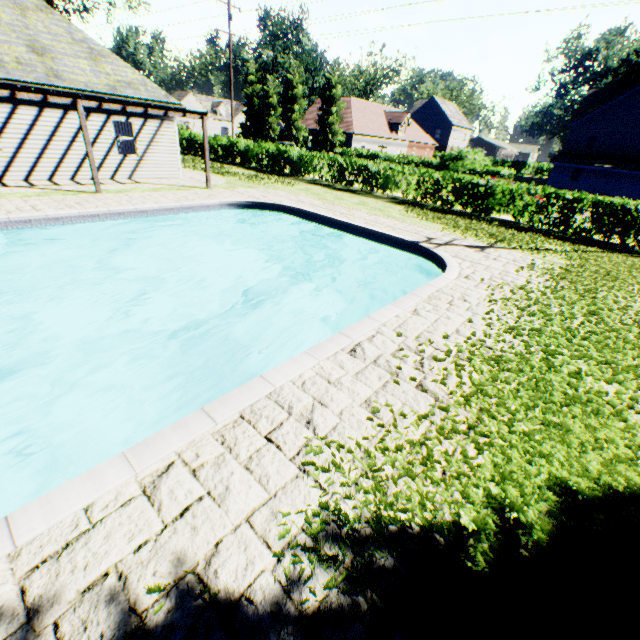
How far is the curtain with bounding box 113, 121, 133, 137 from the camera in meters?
15.0 m

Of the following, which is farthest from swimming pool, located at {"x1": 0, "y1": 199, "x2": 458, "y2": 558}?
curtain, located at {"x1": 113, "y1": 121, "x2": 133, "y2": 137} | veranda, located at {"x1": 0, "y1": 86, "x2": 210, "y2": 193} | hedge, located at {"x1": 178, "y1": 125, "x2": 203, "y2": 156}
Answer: hedge, located at {"x1": 178, "y1": 125, "x2": 203, "y2": 156}

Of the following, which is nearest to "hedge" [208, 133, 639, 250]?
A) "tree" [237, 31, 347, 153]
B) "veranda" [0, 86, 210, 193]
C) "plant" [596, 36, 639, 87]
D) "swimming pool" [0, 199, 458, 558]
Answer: "tree" [237, 31, 347, 153]

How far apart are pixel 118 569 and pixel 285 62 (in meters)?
57.76

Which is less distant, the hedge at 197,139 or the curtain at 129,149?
the curtain at 129,149

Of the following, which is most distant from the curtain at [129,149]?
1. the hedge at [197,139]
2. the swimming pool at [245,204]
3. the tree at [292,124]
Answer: the tree at [292,124]

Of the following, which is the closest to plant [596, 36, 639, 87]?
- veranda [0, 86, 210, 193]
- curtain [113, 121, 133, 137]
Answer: veranda [0, 86, 210, 193]

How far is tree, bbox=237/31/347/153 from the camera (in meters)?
38.84
